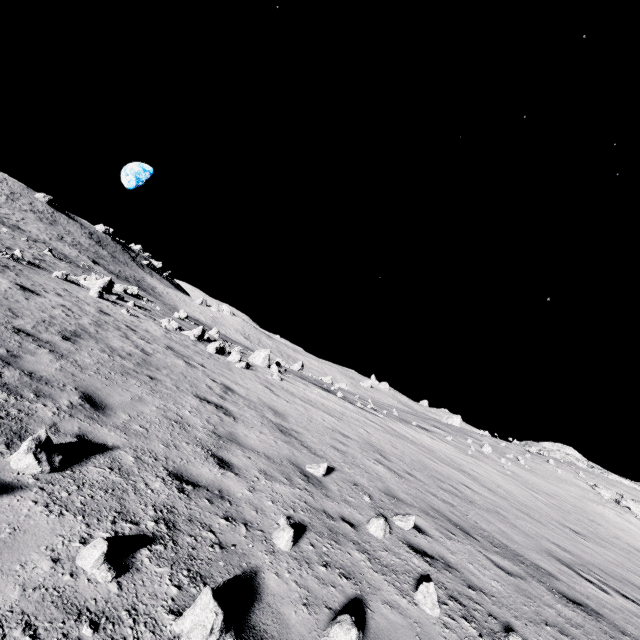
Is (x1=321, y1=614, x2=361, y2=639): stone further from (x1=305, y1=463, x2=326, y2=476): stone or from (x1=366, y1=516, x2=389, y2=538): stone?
(x1=305, y1=463, x2=326, y2=476): stone

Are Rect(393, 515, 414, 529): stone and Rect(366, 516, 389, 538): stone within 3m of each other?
yes

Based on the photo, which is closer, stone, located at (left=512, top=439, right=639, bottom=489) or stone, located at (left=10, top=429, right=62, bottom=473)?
stone, located at (left=10, top=429, right=62, bottom=473)

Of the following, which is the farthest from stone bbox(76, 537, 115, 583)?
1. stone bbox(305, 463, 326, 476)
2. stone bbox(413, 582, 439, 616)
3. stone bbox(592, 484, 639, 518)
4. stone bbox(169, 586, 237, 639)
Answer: stone bbox(592, 484, 639, 518)

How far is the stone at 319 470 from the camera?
6.7 meters

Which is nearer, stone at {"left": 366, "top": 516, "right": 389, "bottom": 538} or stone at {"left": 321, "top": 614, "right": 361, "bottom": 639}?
stone at {"left": 321, "top": 614, "right": 361, "bottom": 639}

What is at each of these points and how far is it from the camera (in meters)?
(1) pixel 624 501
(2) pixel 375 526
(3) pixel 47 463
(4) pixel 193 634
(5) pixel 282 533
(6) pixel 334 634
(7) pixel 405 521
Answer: (1) stone, 21.62
(2) stone, 5.34
(3) stone, 3.31
(4) stone, 2.26
(5) stone, 3.93
(6) stone, 2.82
(7) stone, 6.20

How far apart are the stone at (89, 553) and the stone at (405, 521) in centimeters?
510cm
